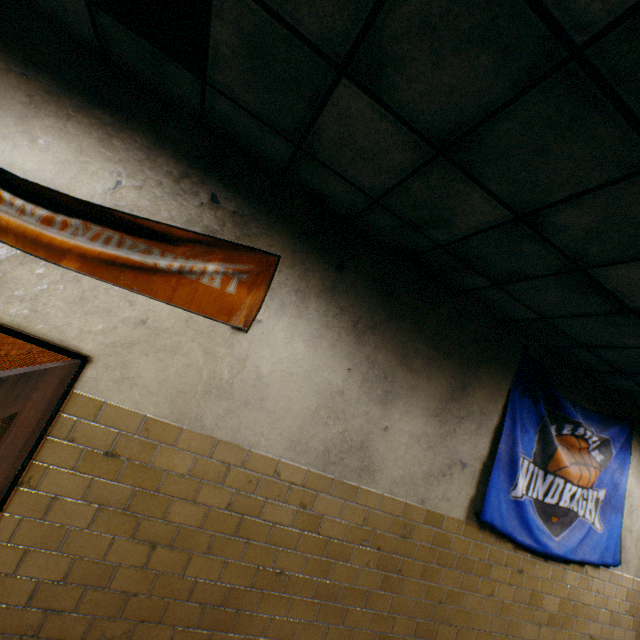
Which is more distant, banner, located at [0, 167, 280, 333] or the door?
banner, located at [0, 167, 280, 333]

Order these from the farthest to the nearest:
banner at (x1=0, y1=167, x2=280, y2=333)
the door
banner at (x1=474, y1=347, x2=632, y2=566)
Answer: banner at (x1=474, y1=347, x2=632, y2=566), banner at (x1=0, y1=167, x2=280, y2=333), the door

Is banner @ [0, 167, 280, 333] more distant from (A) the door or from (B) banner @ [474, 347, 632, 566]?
(B) banner @ [474, 347, 632, 566]

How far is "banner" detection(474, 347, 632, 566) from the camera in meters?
3.3 m

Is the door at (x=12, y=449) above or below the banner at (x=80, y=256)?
below

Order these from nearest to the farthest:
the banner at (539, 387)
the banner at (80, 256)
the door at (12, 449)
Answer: the door at (12, 449) < the banner at (80, 256) < the banner at (539, 387)

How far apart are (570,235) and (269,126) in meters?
2.0 m

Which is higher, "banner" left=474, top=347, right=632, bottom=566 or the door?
"banner" left=474, top=347, right=632, bottom=566
